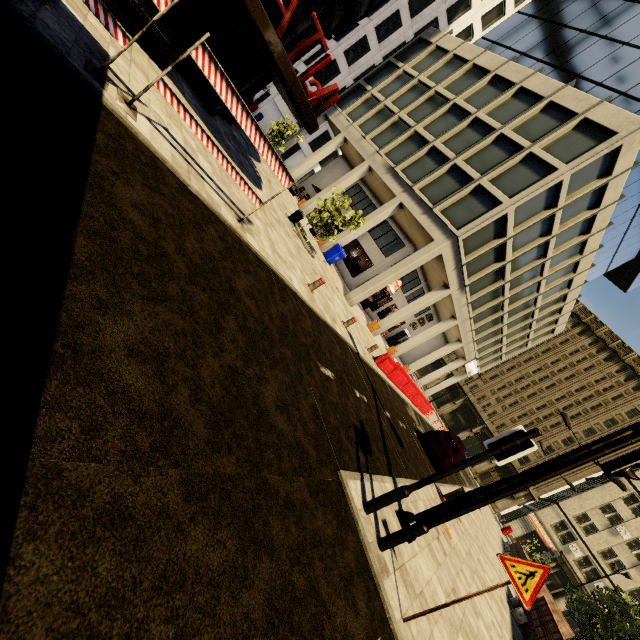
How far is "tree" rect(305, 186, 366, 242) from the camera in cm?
1521

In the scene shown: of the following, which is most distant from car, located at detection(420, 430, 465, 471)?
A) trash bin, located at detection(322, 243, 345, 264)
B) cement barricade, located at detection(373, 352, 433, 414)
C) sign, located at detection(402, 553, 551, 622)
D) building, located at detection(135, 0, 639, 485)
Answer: trash bin, located at detection(322, 243, 345, 264)

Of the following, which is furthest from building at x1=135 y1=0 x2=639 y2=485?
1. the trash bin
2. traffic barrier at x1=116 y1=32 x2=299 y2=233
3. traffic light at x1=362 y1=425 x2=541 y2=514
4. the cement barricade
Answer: traffic light at x1=362 y1=425 x2=541 y2=514

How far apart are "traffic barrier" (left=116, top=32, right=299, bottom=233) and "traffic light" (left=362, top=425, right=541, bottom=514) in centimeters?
566cm

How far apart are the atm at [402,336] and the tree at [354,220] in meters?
19.3

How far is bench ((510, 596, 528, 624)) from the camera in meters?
11.7

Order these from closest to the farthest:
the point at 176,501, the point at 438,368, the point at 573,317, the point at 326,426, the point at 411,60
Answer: the point at 176,501 → the point at 326,426 → the point at 411,60 → the point at 573,317 → the point at 438,368

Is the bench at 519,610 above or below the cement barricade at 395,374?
below
